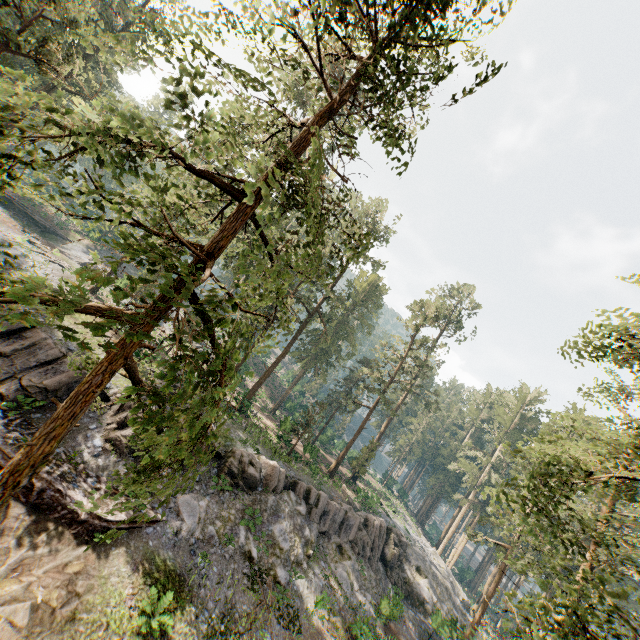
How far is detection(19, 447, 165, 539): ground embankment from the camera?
12.6 meters

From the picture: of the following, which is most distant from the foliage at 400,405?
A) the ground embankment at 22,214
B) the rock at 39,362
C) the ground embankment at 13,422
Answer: the ground embankment at 13,422

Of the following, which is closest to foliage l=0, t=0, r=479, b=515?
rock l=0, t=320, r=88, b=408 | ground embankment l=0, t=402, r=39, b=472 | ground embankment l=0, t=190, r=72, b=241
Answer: rock l=0, t=320, r=88, b=408

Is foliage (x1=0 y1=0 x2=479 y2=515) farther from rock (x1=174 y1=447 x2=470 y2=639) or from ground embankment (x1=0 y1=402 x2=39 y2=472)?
ground embankment (x1=0 y1=402 x2=39 y2=472)

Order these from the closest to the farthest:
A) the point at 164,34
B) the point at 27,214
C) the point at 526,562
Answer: the point at 164,34 → the point at 526,562 → the point at 27,214

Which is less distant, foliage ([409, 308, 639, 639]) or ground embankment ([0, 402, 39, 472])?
foliage ([409, 308, 639, 639])

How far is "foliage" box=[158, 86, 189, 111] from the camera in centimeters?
547cm

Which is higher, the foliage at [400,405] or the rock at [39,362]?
the foliage at [400,405]
